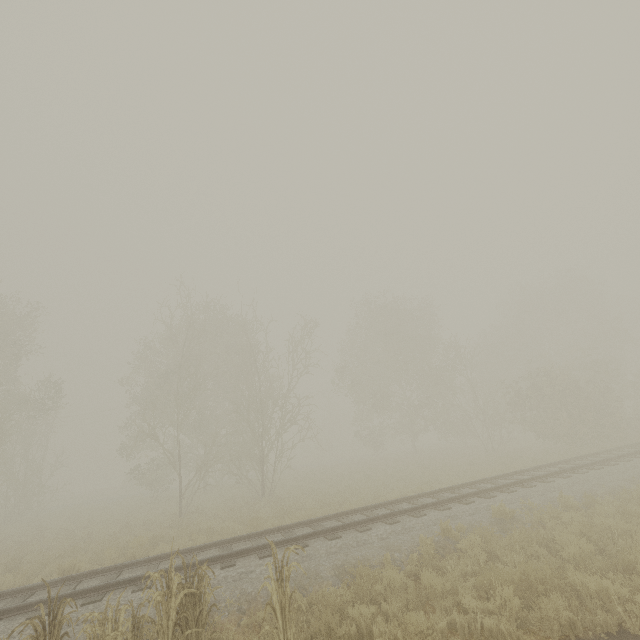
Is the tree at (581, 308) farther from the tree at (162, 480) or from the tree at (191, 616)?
the tree at (191, 616)

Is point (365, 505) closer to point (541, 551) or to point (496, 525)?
point (496, 525)

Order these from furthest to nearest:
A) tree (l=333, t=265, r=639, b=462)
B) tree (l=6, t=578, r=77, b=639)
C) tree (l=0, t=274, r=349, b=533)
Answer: tree (l=333, t=265, r=639, b=462) < tree (l=0, t=274, r=349, b=533) < tree (l=6, t=578, r=77, b=639)

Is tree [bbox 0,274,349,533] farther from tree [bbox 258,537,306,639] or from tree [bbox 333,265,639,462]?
tree [bbox 258,537,306,639]

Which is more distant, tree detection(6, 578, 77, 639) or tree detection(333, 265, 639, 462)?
tree detection(333, 265, 639, 462)

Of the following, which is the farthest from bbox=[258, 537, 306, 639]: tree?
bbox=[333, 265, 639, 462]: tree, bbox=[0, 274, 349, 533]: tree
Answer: bbox=[333, 265, 639, 462]: tree
